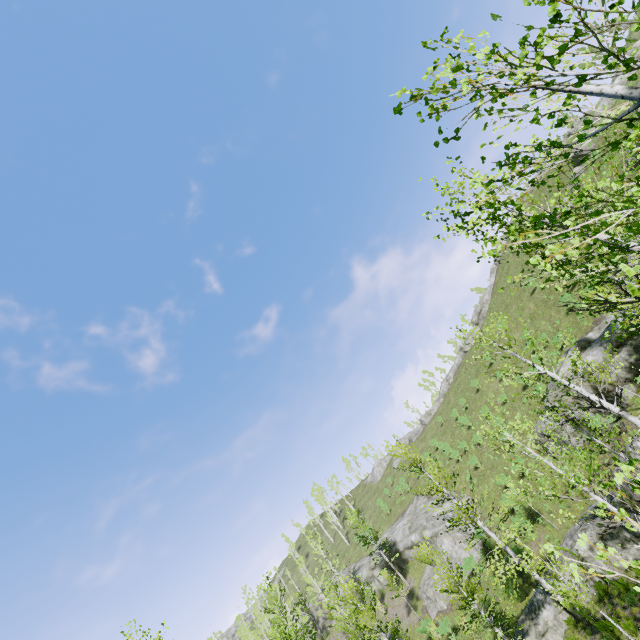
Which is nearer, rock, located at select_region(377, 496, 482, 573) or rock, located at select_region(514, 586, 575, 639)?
rock, located at select_region(514, 586, 575, 639)

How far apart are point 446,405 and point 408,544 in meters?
24.7 m

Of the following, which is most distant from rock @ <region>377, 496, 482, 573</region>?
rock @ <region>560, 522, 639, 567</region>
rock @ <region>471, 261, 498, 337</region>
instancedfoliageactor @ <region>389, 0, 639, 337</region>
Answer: rock @ <region>471, 261, 498, 337</region>

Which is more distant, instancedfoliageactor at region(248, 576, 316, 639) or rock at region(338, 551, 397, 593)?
rock at region(338, 551, 397, 593)

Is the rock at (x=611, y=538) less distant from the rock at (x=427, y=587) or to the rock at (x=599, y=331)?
the rock at (x=599, y=331)

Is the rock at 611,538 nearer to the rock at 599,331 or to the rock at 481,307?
the rock at 599,331

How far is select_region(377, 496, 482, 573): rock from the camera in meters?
28.9
